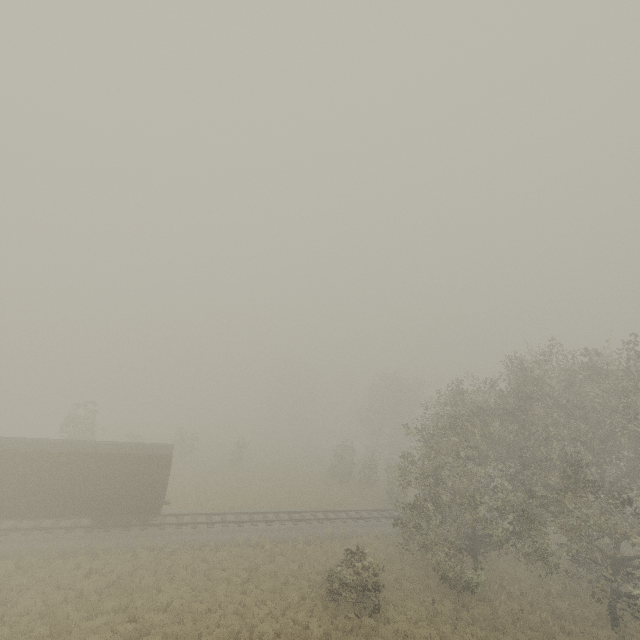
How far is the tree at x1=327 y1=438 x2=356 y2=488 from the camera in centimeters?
3722cm

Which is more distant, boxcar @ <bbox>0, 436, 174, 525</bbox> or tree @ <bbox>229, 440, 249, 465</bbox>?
tree @ <bbox>229, 440, 249, 465</bbox>

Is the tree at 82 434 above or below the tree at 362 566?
above

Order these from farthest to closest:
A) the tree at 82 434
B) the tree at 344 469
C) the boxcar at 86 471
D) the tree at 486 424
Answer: the tree at 344 469 < the tree at 82 434 < the boxcar at 86 471 < the tree at 486 424

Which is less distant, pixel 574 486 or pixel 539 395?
pixel 574 486

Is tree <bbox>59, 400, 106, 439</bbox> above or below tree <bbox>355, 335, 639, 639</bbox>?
below

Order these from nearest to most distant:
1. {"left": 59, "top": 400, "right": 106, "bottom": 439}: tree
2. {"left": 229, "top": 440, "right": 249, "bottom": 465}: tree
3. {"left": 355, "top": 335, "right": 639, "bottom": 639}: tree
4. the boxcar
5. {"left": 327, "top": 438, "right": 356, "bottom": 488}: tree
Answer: {"left": 355, "top": 335, "right": 639, "bottom": 639}: tree < the boxcar < {"left": 59, "top": 400, "right": 106, "bottom": 439}: tree < {"left": 327, "top": 438, "right": 356, "bottom": 488}: tree < {"left": 229, "top": 440, "right": 249, "bottom": 465}: tree
